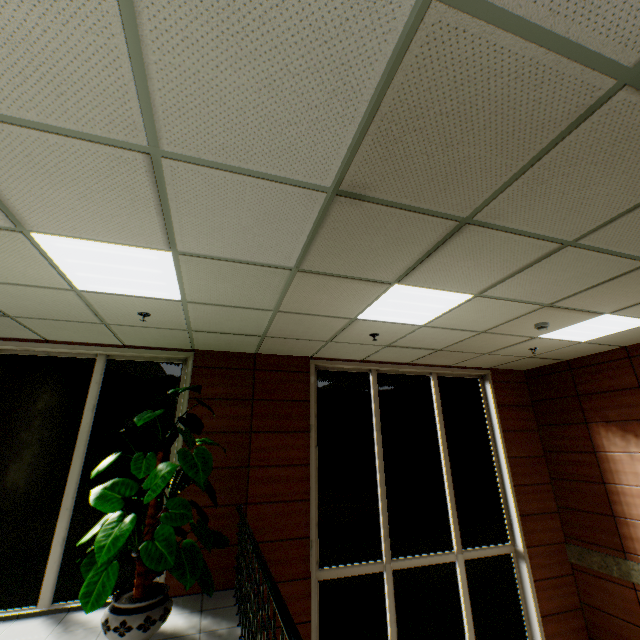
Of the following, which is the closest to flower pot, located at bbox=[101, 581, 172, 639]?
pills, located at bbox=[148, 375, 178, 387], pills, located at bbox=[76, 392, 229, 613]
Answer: pills, located at bbox=[76, 392, 229, 613]

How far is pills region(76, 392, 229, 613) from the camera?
3.0 meters

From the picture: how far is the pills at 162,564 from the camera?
3.00m

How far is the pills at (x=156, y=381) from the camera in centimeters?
381cm

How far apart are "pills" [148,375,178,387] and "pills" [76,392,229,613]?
1.3m

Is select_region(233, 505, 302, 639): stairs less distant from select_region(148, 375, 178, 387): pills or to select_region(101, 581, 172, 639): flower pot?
select_region(101, 581, 172, 639): flower pot

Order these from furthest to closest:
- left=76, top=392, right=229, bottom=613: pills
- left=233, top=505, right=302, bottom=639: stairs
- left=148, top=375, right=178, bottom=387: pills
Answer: left=148, top=375, right=178, bottom=387: pills
left=76, top=392, right=229, bottom=613: pills
left=233, top=505, right=302, bottom=639: stairs

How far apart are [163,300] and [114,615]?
3.12m
